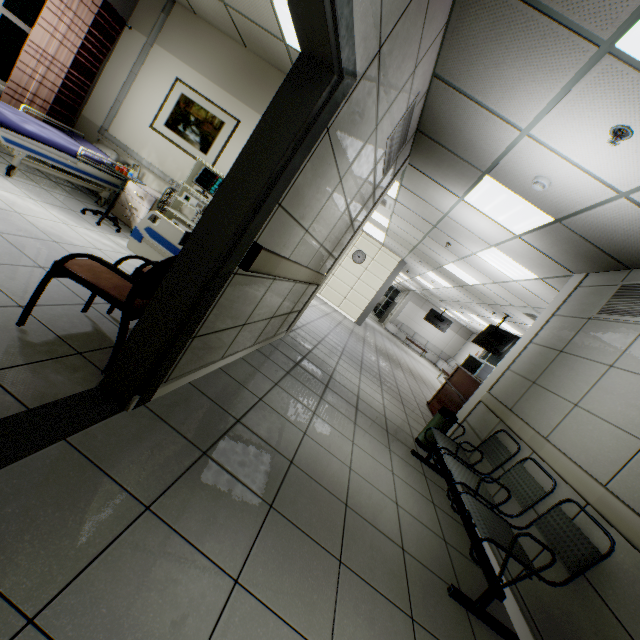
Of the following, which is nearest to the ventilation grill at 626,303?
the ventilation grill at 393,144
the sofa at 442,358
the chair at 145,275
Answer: the ventilation grill at 393,144

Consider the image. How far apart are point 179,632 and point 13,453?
0.9 meters

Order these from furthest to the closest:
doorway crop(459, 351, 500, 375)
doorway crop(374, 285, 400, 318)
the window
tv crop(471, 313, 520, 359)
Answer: doorway crop(374, 285, 400, 318)
doorway crop(459, 351, 500, 375)
tv crop(471, 313, 520, 359)
the window

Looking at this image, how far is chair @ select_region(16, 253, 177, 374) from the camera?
1.8m

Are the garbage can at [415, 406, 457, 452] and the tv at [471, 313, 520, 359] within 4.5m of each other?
no

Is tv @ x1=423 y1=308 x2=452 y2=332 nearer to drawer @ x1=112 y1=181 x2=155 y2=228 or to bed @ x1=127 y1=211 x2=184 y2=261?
bed @ x1=127 y1=211 x2=184 y2=261

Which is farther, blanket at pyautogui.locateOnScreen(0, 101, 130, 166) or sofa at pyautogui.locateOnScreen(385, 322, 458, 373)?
sofa at pyautogui.locateOnScreen(385, 322, 458, 373)

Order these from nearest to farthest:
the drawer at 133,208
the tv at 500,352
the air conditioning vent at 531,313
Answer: the drawer at 133,208, the air conditioning vent at 531,313, the tv at 500,352
